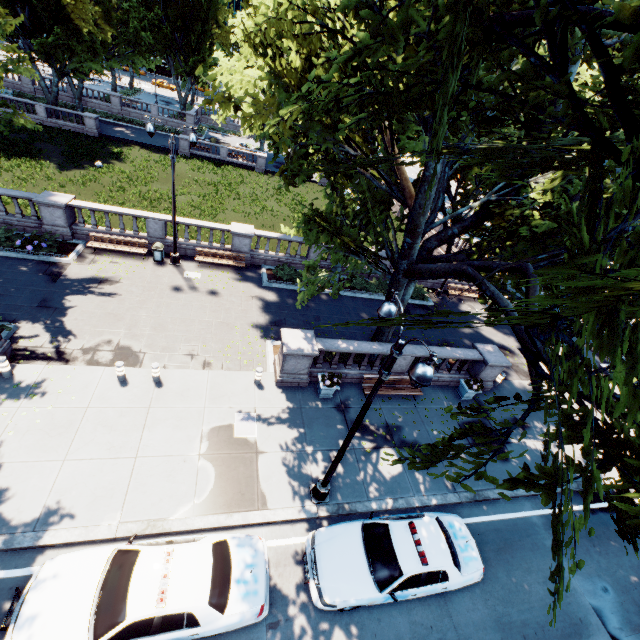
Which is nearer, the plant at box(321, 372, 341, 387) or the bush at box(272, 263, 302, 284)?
the plant at box(321, 372, 341, 387)

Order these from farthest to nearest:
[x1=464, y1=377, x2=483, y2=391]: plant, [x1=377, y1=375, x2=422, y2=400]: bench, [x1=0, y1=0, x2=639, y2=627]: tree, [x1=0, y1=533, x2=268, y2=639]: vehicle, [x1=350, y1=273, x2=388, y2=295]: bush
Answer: [x1=350, y1=273, x2=388, y2=295]: bush → [x1=464, y1=377, x2=483, y2=391]: plant → [x1=377, y1=375, x2=422, y2=400]: bench → [x1=0, y1=533, x2=268, y2=639]: vehicle → [x1=0, y1=0, x2=639, y2=627]: tree

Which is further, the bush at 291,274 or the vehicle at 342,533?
the bush at 291,274

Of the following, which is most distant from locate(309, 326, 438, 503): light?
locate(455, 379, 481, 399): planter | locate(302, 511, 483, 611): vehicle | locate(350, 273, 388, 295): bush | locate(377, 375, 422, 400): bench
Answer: locate(350, 273, 388, 295): bush

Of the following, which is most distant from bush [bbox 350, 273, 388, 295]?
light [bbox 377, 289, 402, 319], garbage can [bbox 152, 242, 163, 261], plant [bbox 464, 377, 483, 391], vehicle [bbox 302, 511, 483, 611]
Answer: vehicle [bbox 302, 511, 483, 611]

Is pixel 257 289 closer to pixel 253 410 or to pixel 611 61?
pixel 253 410

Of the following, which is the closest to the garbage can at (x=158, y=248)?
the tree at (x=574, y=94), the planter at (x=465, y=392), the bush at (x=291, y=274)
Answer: the bush at (x=291, y=274)

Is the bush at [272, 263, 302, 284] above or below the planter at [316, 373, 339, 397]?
below
